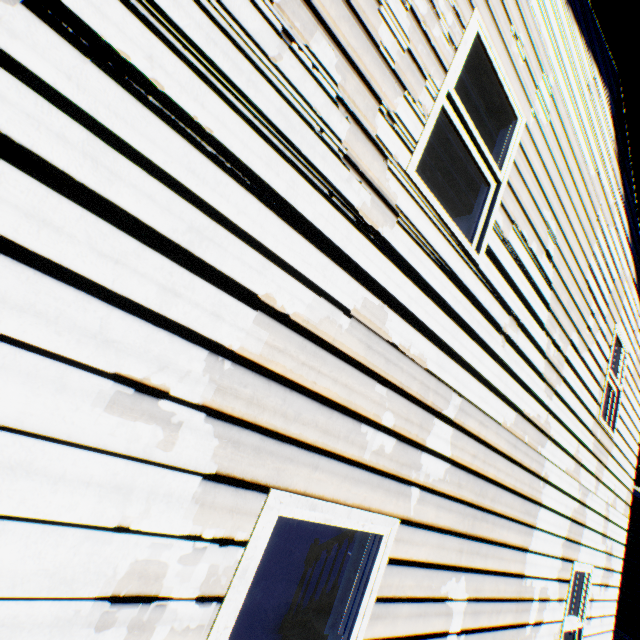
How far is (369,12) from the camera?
1.8m
